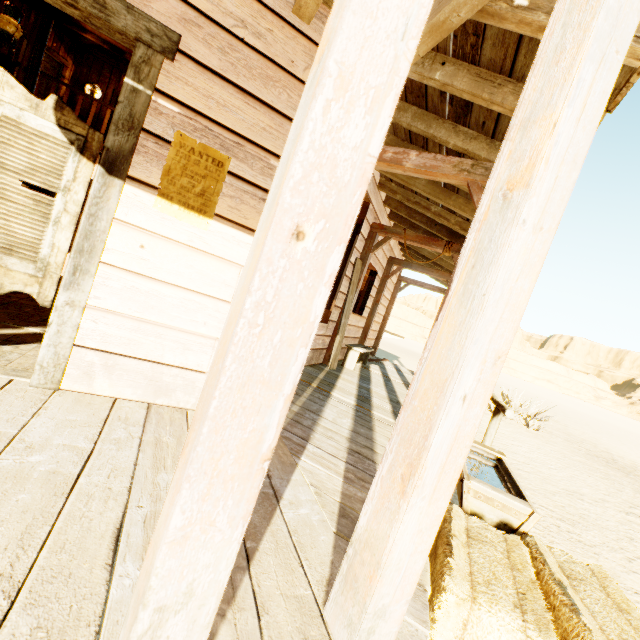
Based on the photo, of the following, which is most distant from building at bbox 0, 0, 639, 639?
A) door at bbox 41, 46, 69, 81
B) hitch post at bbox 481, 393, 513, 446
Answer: hitch post at bbox 481, 393, 513, 446

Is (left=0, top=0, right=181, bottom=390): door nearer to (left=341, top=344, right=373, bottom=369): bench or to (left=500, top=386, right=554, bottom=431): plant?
(left=341, top=344, right=373, bottom=369): bench

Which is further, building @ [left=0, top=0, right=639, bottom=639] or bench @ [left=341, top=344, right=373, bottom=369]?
bench @ [left=341, top=344, right=373, bottom=369]

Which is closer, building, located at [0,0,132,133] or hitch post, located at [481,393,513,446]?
building, located at [0,0,132,133]

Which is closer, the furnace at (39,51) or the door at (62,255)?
the door at (62,255)

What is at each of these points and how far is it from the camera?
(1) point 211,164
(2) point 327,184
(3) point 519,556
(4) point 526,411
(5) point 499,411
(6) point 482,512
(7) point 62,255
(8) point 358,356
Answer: (1) poster, 2.1 meters
(2) building, 0.7 meters
(3) hay bale, 1.9 meters
(4) plant, 10.6 meters
(5) hitch post, 4.4 meters
(6) trough, 2.7 meters
(7) door, 1.9 meters
(8) bench, 6.5 meters

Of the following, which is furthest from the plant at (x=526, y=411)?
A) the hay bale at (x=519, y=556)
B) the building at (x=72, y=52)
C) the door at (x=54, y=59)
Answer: the door at (x=54, y=59)

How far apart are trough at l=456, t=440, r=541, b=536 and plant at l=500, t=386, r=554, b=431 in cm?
748
